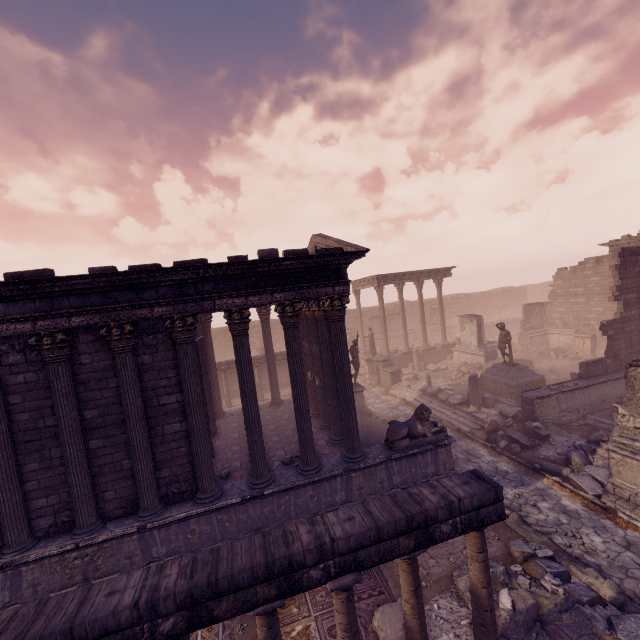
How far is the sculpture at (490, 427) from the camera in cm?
1338

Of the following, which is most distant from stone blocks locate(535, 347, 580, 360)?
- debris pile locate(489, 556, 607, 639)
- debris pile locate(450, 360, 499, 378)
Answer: debris pile locate(489, 556, 607, 639)

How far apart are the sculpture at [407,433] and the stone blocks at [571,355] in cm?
1905

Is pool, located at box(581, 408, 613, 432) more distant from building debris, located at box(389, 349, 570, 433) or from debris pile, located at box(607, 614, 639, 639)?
debris pile, located at box(607, 614, 639, 639)

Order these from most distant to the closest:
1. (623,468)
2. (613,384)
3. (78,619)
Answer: (613,384), (623,468), (78,619)

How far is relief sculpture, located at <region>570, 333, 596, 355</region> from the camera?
23.4 meters

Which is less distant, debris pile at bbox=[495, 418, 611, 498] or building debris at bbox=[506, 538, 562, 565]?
building debris at bbox=[506, 538, 562, 565]

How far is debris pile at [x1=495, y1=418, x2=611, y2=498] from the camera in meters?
9.8 m
